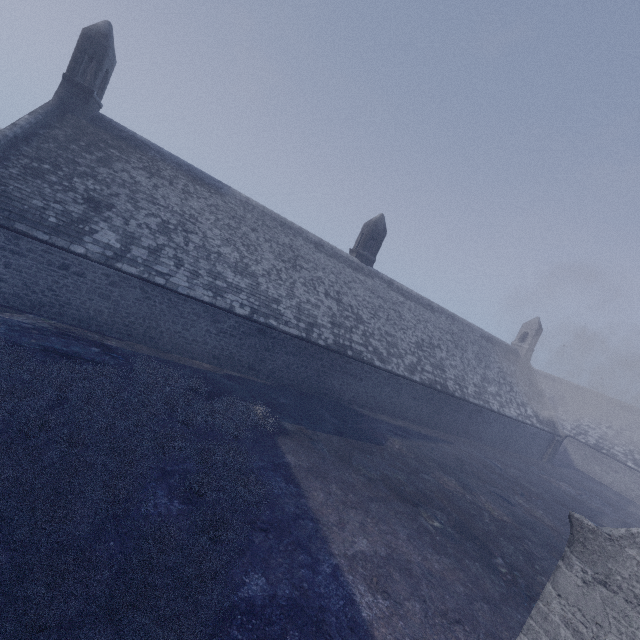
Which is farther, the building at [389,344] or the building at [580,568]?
the building at [389,344]

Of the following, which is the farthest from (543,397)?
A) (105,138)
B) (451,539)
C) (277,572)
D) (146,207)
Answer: (105,138)

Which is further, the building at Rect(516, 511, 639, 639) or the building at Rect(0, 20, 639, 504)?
the building at Rect(0, 20, 639, 504)
